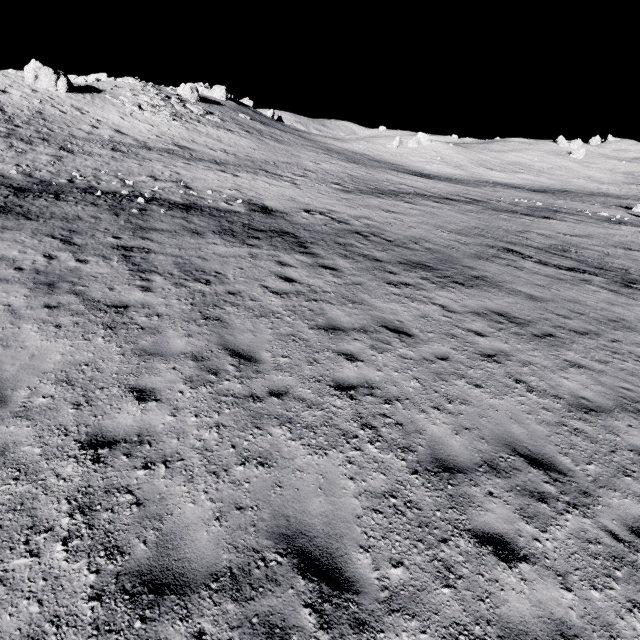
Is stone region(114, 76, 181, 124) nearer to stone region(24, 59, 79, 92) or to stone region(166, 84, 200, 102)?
stone region(24, 59, 79, 92)

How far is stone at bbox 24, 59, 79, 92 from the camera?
33.2m

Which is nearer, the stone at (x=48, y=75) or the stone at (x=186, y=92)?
the stone at (x=48, y=75)

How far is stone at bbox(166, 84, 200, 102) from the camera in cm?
4957

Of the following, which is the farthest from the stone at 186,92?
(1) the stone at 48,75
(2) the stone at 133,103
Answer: (1) the stone at 48,75

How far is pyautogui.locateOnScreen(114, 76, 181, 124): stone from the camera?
37.5 meters

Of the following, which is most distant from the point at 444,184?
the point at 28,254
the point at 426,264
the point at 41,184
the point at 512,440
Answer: the point at 28,254

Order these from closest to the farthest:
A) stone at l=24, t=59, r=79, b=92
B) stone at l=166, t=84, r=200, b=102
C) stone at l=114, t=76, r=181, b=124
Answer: stone at l=24, t=59, r=79, b=92 < stone at l=114, t=76, r=181, b=124 < stone at l=166, t=84, r=200, b=102
